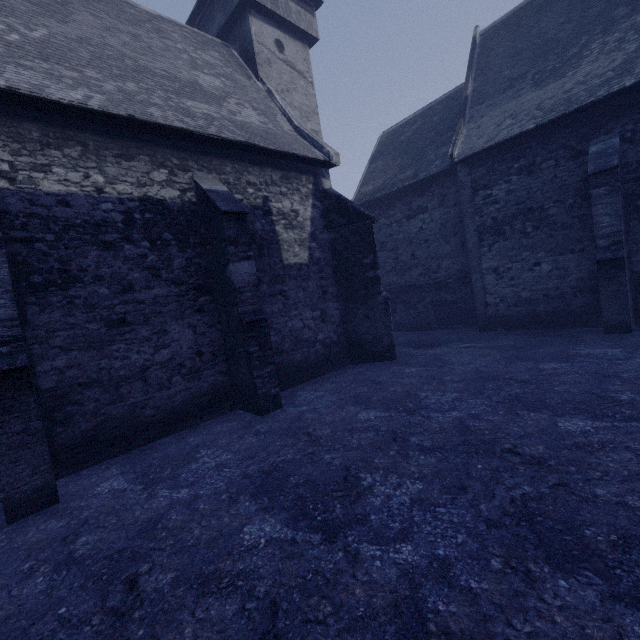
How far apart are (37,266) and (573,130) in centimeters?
1493cm
